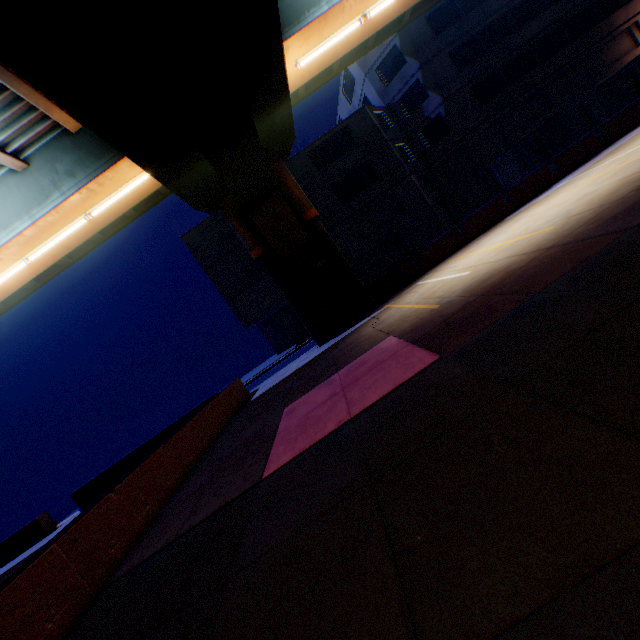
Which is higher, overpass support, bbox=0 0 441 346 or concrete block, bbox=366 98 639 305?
overpass support, bbox=0 0 441 346

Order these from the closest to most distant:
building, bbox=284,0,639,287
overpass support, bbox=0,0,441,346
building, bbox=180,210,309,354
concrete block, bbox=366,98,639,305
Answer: overpass support, bbox=0,0,441,346, concrete block, bbox=366,98,639,305, building, bbox=284,0,639,287, building, bbox=180,210,309,354

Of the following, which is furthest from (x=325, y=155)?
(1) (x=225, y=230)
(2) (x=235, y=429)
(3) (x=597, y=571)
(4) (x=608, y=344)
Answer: (3) (x=597, y=571)

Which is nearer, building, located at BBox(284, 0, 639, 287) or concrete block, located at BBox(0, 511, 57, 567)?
concrete block, located at BBox(0, 511, 57, 567)

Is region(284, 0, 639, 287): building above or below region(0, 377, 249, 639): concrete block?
above

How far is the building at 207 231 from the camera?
24.05m

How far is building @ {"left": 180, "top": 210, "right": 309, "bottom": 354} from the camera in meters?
24.0

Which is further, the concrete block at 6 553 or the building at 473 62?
the building at 473 62
